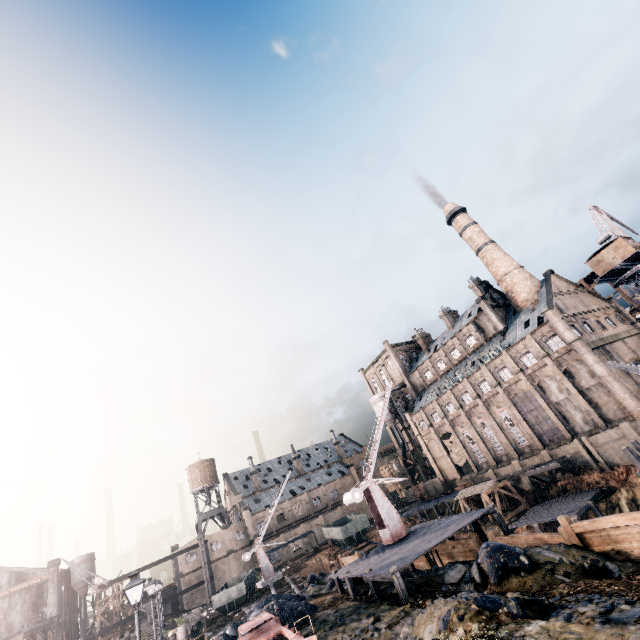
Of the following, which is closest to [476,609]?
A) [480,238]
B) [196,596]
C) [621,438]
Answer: [621,438]

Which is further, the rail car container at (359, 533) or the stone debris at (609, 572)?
the rail car container at (359, 533)

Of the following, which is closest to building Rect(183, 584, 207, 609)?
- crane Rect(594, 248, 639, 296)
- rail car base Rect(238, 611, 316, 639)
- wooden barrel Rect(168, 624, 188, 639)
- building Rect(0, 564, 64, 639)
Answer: building Rect(0, 564, 64, 639)

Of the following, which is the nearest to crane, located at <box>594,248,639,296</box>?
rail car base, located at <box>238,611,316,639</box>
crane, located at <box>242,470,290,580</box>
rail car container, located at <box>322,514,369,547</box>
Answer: rail car container, located at <box>322,514,369,547</box>

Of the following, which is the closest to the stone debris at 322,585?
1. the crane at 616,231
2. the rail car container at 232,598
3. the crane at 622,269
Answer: the rail car container at 232,598

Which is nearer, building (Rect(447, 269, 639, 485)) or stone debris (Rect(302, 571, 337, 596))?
stone debris (Rect(302, 571, 337, 596))

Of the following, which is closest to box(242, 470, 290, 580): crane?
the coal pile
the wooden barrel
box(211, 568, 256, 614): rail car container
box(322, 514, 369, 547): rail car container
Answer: box(211, 568, 256, 614): rail car container

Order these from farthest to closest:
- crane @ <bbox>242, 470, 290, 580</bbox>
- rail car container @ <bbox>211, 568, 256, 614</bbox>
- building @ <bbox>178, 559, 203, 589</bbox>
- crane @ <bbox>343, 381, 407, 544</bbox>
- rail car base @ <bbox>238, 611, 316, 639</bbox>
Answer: building @ <bbox>178, 559, 203, 589</bbox>, crane @ <bbox>242, 470, 290, 580</bbox>, rail car container @ <bbox>211, 568, 256, 614</bbox>, crane @ <bbox>343, 381, 407, 544</bbox>, rail car base @ <bbox>238, 611, 316, 639</bbox>
